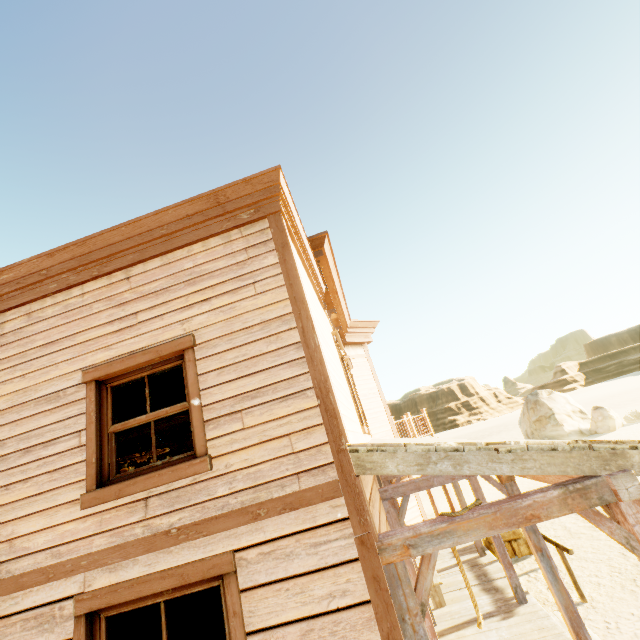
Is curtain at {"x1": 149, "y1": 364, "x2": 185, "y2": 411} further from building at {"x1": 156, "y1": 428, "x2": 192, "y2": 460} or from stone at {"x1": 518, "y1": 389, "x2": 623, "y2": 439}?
stone at {"x1": 518, "y1": 389, "x2": 623, "y2": 439}

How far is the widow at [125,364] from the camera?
2.9m

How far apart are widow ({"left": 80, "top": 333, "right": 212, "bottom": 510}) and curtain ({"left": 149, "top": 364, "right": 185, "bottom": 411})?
0.0 meters

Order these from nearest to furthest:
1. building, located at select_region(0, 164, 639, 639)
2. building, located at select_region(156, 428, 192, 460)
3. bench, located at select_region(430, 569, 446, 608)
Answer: building, located at select_region(0, 164, 639, 639) → bench, located at select_region(430, 569, 446, 608) → building, located at select_region(156, 428, 192, 460)

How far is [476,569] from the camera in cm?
790

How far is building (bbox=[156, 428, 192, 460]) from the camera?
13.9 meters

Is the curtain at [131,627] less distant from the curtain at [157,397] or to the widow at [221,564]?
the widow at [221,564]

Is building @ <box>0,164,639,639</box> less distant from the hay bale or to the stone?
the hay bale
